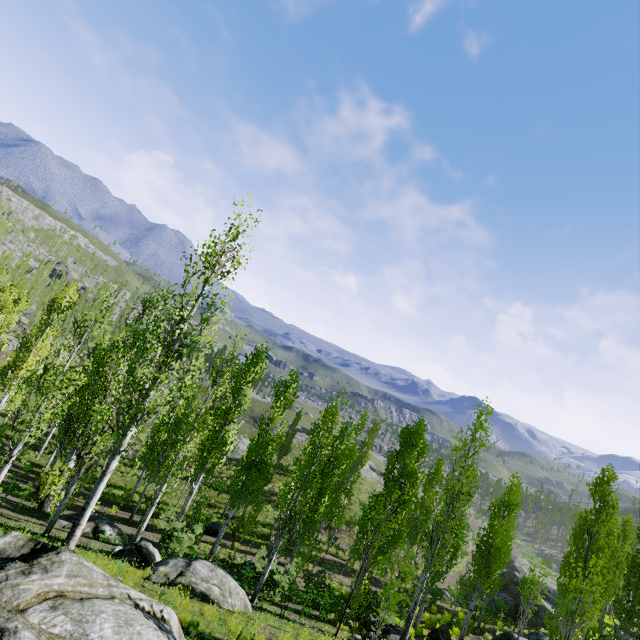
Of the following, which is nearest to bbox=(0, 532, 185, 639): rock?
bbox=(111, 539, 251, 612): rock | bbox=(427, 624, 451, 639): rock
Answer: bbox=(111, 539, 251, 612): rock

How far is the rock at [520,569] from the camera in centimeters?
3036cm

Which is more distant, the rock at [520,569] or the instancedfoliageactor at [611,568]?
the rock at [520,569]

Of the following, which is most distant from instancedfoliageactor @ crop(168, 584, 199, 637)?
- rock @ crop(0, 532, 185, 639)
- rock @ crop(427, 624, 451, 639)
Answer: rock @ crop(427, 624, 451, 639)

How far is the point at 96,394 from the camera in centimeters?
1719cm

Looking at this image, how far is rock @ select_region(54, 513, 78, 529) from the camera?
13.5 meters

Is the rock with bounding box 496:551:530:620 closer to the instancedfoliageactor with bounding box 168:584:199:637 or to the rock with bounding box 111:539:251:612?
the instancedfoliageactor with bounding box 168:584:199:637

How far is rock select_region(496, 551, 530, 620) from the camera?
30.4m
